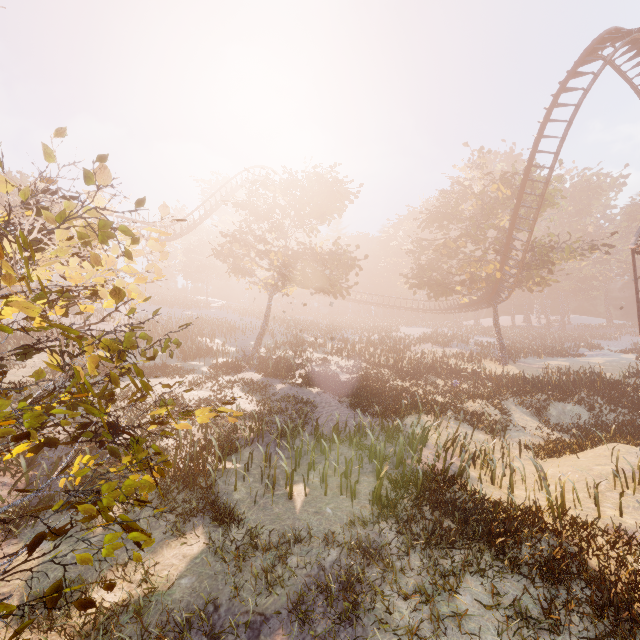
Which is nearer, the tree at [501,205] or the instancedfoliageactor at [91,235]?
the instancedfoliageactor at [91,235]

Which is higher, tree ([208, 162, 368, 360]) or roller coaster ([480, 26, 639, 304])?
roller coaster ([480, 26, 639, 304])

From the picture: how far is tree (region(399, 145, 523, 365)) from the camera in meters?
28.5

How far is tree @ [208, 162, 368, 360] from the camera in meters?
22.3 m

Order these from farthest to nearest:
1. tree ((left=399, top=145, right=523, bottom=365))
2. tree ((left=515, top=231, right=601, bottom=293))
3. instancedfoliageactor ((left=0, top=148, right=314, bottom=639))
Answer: tree ((left=399, top=145, right=523, bottom=365)), tree ((left=515, top=231, right=601, bottom=293)), instancedfoliageactor ((left=0, top=148, right=314, bottom=639))

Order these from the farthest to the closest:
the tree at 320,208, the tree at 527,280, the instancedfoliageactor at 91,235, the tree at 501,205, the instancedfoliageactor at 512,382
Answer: the tree at 501,205, the tree at 527,280, the tree at 320,208, the instancedfoliageactor at 512,382, the instancedfoliageactor at 91,235

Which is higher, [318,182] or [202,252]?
[202,252]

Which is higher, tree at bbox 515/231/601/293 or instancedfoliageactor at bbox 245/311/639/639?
tree at bbox 515/231/601/293
